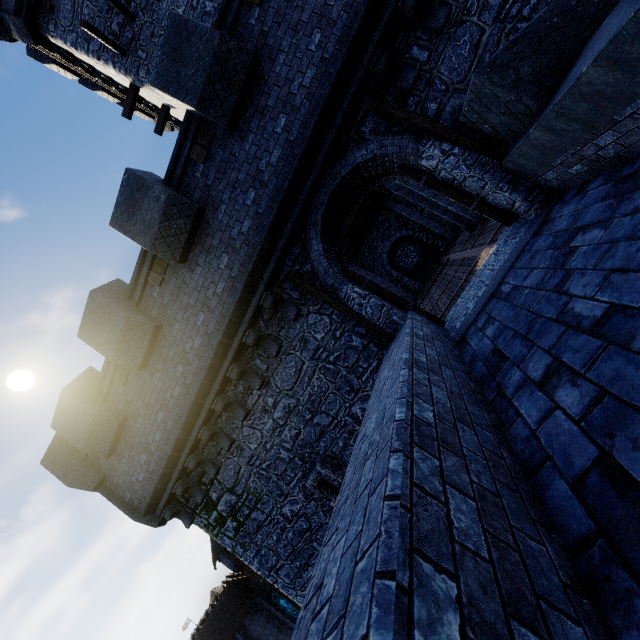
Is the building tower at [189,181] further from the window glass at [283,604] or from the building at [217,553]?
the window glass at [283,604]

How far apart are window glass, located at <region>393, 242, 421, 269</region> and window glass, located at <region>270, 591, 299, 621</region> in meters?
37.6

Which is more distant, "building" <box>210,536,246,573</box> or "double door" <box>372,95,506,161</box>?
"building" <box>210,536,246,573</box>

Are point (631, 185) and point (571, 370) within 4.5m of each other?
yes

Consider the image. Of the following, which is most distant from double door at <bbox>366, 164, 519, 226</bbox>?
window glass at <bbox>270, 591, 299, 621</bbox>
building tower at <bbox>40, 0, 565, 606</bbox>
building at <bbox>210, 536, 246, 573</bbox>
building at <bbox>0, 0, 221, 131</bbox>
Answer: window glass at <bbox>270, 591, 299, 621</bbox>

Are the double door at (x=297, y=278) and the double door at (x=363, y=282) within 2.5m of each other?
yes

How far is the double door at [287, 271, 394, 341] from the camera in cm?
671

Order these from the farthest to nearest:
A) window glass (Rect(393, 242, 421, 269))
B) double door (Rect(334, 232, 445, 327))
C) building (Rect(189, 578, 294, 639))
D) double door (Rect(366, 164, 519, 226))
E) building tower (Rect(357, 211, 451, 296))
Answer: building (Rect(189, 578, 294, 639)), window glass (Rect(393, 242, 421, 269)), building tower (Rect(357, 211, 451, 296)), double door (Rect(334, 232, 445, 327)), double door (Rect(366, 164, 519, 226))
